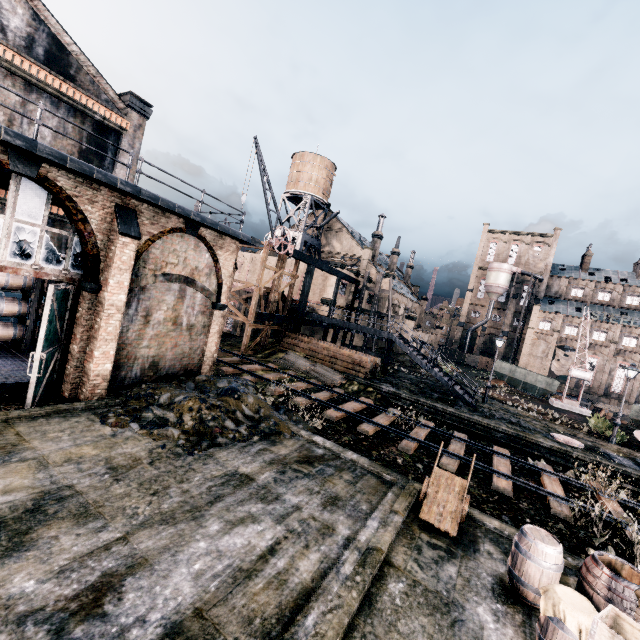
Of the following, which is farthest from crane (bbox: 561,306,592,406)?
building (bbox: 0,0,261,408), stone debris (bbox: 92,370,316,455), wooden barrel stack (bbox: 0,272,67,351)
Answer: wooden barrel stack (bbox: 0,272,67,351)

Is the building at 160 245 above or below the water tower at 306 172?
below

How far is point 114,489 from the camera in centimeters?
760cm

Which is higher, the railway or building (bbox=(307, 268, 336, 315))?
building (bbox=(307, 268, 336, 315))

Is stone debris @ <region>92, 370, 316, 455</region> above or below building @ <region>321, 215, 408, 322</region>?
below

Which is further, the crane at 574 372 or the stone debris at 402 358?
the stone debris at 402 358

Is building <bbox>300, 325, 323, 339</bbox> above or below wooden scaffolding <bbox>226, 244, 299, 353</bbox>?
below

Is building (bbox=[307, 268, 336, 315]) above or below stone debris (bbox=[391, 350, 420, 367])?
above
